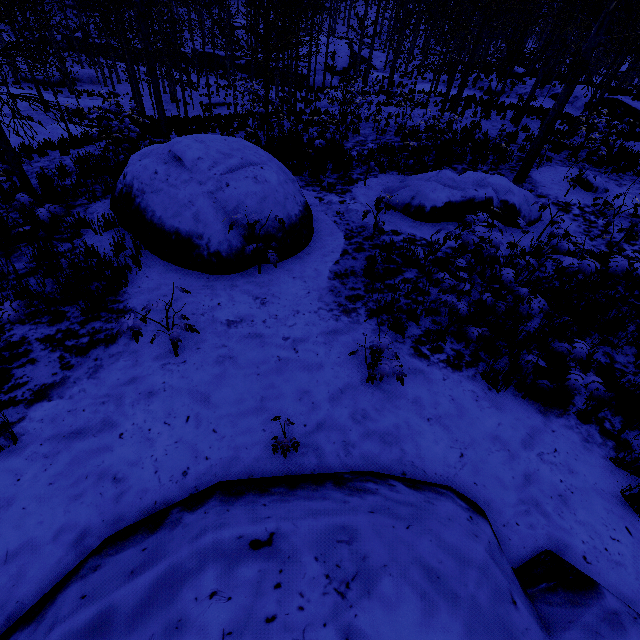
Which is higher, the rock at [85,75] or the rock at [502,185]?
the rock at [502,185]

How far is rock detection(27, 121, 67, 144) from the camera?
13.12m

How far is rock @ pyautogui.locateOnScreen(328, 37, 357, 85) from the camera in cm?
3616

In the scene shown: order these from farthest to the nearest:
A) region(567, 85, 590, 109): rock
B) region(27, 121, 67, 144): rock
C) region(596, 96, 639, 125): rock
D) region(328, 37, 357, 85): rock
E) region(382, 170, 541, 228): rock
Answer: region(328, 37, 357, 85): rock
region(567, 85, 590, 109): rock
region(596, 96, 639, 125): rock
region(27, 121, 67, 144): rock
region(382, 170, 541, 228): rock

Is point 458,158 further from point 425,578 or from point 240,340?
point 425,578

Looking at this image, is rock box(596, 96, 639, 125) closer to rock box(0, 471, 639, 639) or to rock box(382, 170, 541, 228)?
rock box(382, 170, 541, 228)

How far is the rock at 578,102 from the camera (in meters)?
19.84

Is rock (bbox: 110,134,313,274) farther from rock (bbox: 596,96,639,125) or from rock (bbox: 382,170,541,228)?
rock (bbox: 596,96,639,125)
